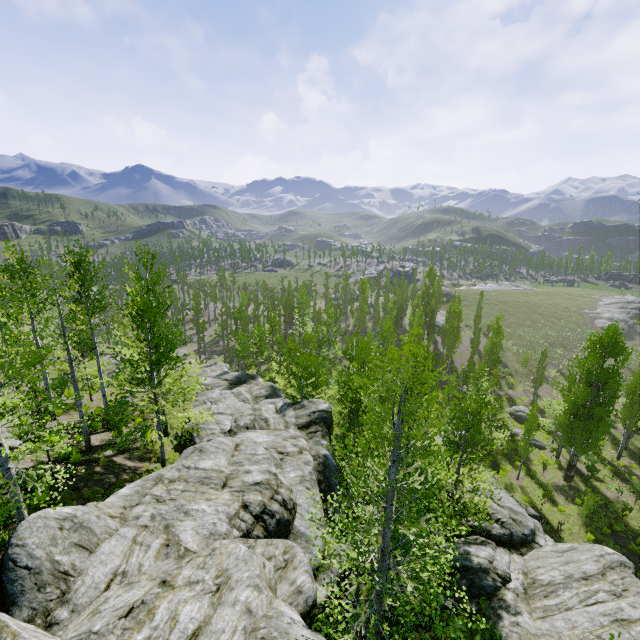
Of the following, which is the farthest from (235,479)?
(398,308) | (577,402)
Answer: (398,308)

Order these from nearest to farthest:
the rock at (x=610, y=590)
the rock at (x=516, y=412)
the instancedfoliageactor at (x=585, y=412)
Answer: the instancedfoliageactor at (x=585, y=412) < the rock at (x=610, y=590) < the rock at (x=516, y=412)

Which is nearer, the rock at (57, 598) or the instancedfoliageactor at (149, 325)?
the rock at (57, 598)

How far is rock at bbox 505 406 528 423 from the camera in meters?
38.0 m

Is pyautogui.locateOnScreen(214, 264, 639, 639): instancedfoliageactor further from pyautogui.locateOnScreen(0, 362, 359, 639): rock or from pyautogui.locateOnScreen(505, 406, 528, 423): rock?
pyautogui.locateOnScreen(505, 406, 528, 423): rock

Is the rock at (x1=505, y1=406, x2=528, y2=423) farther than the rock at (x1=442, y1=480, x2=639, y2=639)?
Yes

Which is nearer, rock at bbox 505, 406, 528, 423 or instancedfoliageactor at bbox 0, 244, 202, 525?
instancedfoliageactor at bbox 0, 244, 202, 525

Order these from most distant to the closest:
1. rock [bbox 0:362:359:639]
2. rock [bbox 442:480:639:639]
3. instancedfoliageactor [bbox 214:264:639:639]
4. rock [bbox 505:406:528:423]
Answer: rock [bbox 505:406:528:423] → rock [bbox 442:480:639:639] → instancedfoliageactor [bbox 214:264:639:639] → rock [bbox 0:362:359:639]
